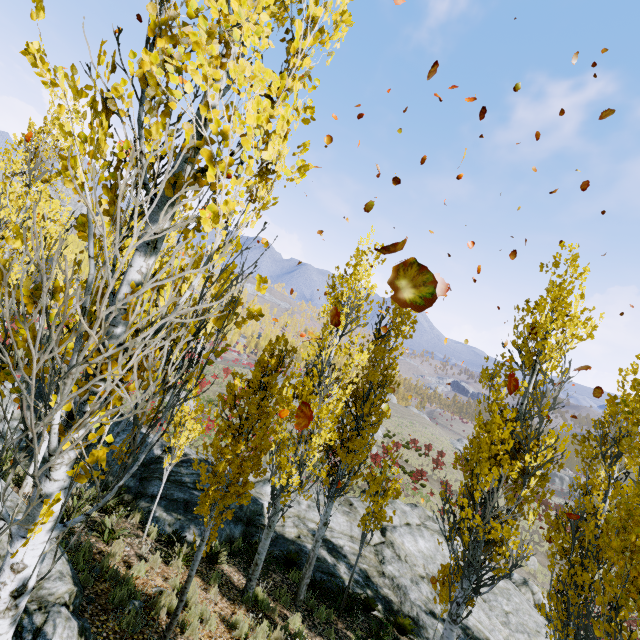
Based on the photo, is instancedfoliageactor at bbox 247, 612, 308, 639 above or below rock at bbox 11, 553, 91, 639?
below

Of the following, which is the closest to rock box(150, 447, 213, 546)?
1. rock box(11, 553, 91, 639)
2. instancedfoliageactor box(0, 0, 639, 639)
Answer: instancedfoliageactor box(0, 0, 639, 639)

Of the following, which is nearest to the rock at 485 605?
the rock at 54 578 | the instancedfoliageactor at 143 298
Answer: the instancedfoliageactor at 143 298

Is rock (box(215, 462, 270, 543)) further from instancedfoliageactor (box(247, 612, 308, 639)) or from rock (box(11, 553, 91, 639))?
rock (box(11, 553, 91, 639))

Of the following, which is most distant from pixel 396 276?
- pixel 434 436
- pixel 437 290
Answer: pixel 434 436

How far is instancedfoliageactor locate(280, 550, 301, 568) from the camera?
10.7m

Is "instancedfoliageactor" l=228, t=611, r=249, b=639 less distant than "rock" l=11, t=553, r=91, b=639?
No
